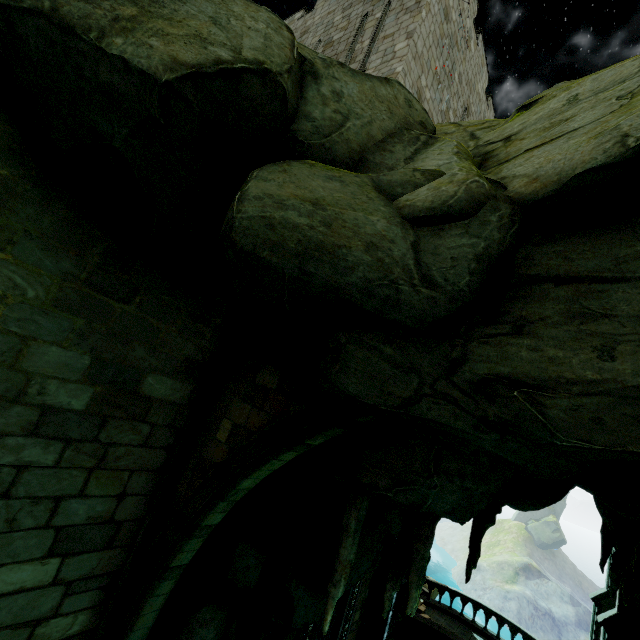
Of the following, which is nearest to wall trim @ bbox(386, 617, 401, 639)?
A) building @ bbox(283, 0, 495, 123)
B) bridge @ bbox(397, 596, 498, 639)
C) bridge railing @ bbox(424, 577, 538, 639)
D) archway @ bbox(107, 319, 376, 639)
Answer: bridge @ bbox(397, 596, 498, 639)

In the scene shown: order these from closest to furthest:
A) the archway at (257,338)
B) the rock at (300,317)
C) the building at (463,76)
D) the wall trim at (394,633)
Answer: the rock at (300,317) < the archway at (257,338) < the building at (463,76) < the wall trim at (394,633)

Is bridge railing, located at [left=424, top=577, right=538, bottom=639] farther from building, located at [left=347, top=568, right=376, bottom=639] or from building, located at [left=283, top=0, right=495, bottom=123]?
building, located at [left=283, top=0, right=495, bottom=123]

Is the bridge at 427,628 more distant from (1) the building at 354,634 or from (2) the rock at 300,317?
(2) the rock at 300,317

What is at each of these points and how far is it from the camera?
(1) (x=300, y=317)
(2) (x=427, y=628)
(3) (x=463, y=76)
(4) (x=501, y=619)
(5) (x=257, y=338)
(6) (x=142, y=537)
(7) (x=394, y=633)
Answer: (1) rock, 4.69m
(2) bridge, 18.58m
(3) building, 13.37m
(4) bridge railing, 19.66m
(5) archway, 6.75m
(6) stone column, 5.98m
(7) wall trim, 18.58m

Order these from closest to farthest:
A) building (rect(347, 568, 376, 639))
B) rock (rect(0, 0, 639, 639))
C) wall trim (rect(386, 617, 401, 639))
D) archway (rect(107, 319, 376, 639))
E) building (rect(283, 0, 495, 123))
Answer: rock (rect(0, 0, 639, 639)), archway (rect(107, 319, 376, 639)), building (rect(283, 0, 495, 123)), building (rect(347, 568, 376, 639)), wall trim (rect(386, 617, 401, 639))

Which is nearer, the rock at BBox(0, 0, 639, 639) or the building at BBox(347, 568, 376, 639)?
the rock at BBox(0, 0, 639, 639)

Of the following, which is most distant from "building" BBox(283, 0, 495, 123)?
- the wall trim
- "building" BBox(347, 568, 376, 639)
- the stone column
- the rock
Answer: the wall trim
